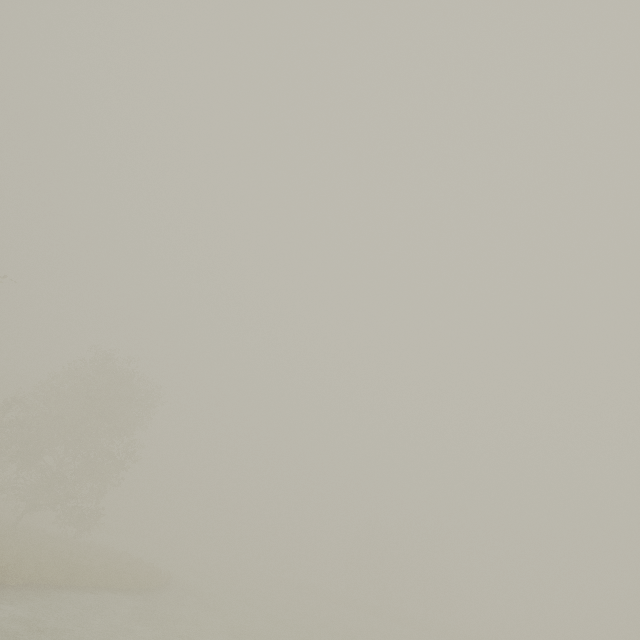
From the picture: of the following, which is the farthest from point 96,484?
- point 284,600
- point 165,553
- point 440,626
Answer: point 440,626
